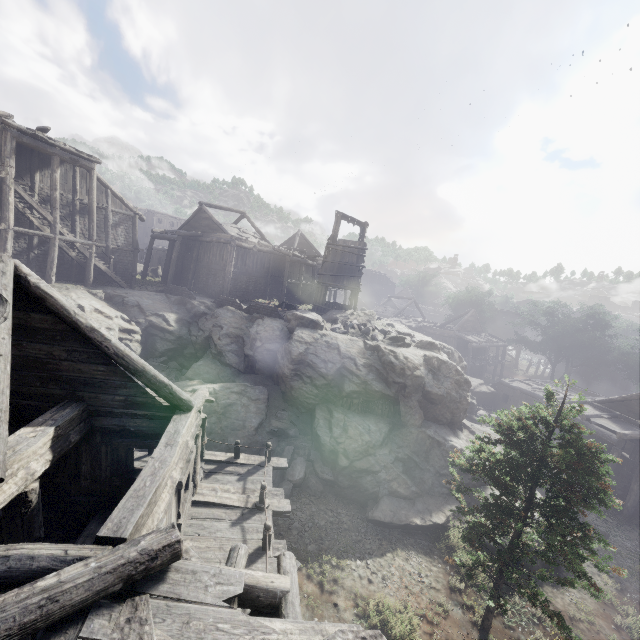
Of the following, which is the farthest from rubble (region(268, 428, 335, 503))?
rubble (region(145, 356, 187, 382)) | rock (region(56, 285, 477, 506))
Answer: rubble (region(145, 356, 187, 382))

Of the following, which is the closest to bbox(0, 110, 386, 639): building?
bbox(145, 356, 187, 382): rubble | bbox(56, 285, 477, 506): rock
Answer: bbox(56, 285, 477, 506): rock

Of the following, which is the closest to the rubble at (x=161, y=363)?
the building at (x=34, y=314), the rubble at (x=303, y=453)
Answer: the rubble at (x=303, y=453)

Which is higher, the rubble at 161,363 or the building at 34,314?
the building at 34,314

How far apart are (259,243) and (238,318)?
9.92m

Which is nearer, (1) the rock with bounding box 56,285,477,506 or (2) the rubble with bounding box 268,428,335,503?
(2) the rubble with bounding box 268,428,335,503

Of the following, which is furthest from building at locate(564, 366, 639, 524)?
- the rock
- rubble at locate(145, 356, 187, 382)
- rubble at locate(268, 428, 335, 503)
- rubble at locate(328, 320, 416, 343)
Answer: rubble at locate(145, 356, 187, 382)

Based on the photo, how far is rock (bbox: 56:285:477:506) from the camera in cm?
1494
